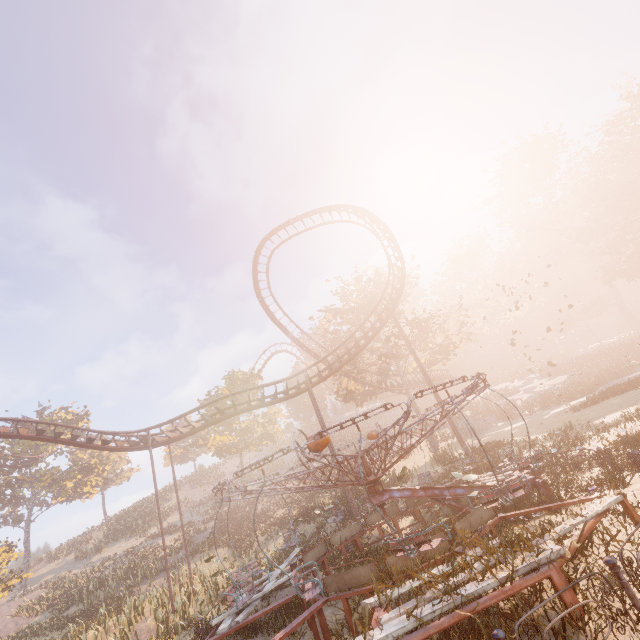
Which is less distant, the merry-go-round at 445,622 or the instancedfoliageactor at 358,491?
the merry-go-round at 445,622

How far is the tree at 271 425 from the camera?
36.69m

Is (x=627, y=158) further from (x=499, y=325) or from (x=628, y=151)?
(x=499, y=325)

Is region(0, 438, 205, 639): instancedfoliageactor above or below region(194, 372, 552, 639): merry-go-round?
above

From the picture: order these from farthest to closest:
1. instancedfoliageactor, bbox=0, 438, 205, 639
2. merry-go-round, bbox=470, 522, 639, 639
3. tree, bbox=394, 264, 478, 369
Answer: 1. tree, bbox=394, 264, 478, 369
2. instancedfoliageactor, bbox=0, 438, 205, 639
3. merry-go-round, bbox=470, 522, 639, 639

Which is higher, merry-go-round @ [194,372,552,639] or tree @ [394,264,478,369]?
tree @ [394,264,478,369]

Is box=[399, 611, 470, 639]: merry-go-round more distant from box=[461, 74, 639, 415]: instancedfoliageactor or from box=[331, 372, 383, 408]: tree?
box=[331, 372, 383, 408]: tree

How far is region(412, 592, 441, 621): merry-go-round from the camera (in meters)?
5.03
